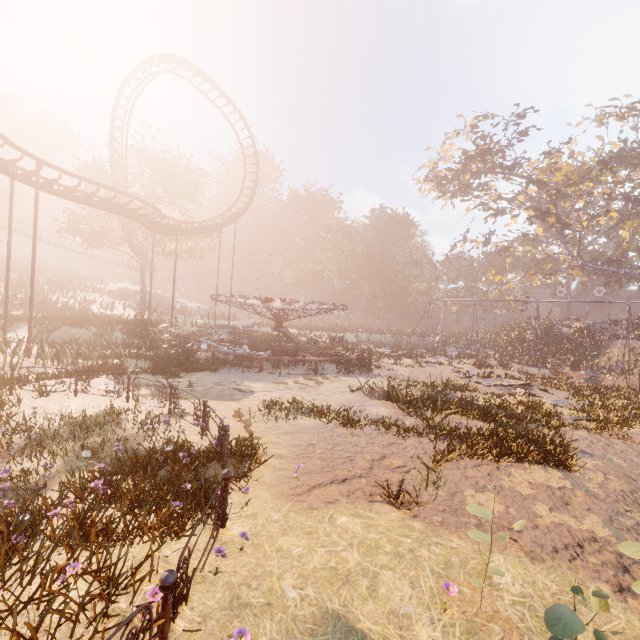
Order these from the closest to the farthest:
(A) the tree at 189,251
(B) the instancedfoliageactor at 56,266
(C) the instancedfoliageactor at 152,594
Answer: (C) the instancedfoliageactor at 152,594 < (B) the instancedfoliageactor at 56,266 < (A) the tree at 189,251

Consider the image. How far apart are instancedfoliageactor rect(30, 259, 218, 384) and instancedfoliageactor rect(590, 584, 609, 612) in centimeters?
3219cm

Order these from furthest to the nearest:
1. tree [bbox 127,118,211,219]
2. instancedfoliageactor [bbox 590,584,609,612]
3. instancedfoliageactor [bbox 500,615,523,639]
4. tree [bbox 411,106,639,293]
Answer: tree [bbox 127,118,211,219]
tree [bbox 411,106,639,293]
instancedfoliageactor [bbox 500,615,523,639]
instancedfoliageactor [bbox 590,584,609,612]

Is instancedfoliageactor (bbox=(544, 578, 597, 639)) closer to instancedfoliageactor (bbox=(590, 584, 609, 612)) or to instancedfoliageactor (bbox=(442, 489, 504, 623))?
instancedfoliageactor (bbox=(590, 584, 609, 612))

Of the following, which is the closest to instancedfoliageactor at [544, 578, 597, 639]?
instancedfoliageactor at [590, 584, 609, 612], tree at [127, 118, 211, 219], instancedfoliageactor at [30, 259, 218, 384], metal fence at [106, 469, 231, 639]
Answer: instancedfoliageactor at [590, 584, 609, 612]

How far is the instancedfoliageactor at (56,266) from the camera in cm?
1557

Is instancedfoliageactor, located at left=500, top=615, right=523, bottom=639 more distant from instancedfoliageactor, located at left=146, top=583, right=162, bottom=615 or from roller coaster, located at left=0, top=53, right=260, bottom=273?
roller coaster, located at left=0, top=53, right=260, bottom=273

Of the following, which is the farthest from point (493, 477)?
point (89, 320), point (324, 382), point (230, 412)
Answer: point (89, 320)
